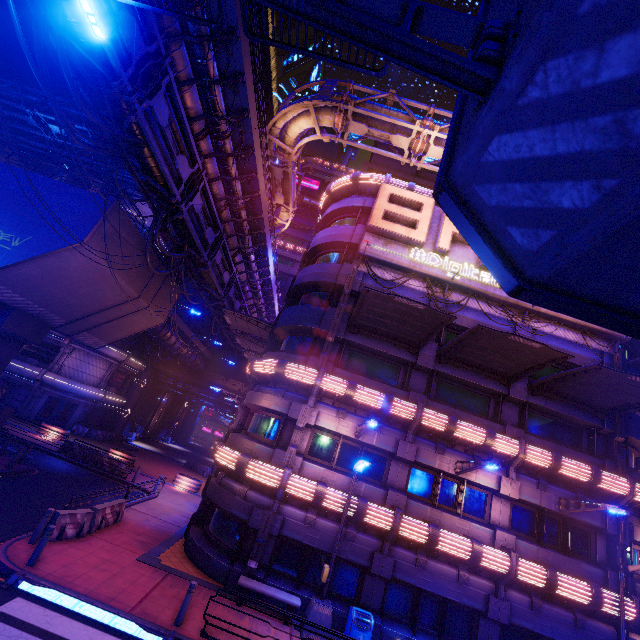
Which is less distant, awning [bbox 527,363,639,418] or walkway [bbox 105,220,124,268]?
awning [bbox 527,363,639,418]

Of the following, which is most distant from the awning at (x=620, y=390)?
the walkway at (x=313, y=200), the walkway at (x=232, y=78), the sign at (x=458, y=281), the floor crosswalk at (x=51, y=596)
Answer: the walkway at (x=313, y=200)

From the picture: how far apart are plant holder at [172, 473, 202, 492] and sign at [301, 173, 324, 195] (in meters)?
44.57

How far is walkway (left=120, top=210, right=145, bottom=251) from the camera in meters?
16.7 m

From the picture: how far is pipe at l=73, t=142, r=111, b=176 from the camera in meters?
25.8 m

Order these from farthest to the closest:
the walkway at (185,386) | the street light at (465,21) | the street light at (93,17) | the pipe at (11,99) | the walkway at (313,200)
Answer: the walkway at (313,200)
the walkway at (185,386)
the pipe at (11,99)
the street light at (93,17)
the street light at (465,21)

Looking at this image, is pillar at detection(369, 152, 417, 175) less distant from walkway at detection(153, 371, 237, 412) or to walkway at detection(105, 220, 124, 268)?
walkway at detection(105, 220, 124, 268)

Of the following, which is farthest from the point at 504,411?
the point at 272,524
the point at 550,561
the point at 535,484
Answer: the point at 272,524
